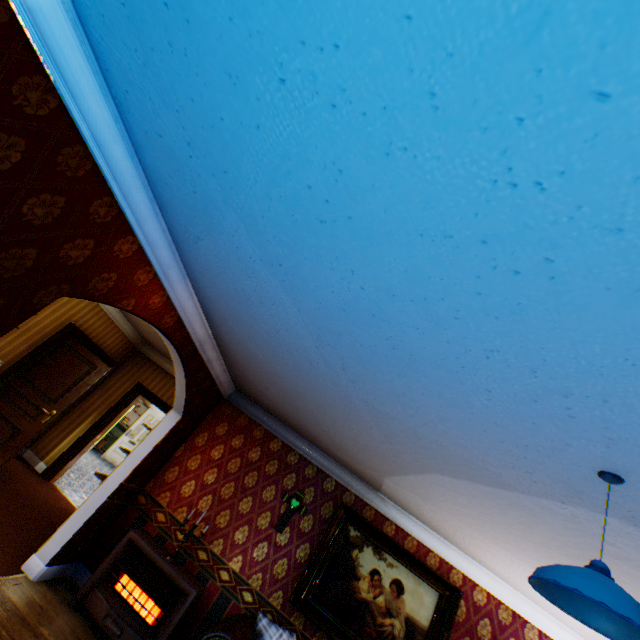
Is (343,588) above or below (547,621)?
below

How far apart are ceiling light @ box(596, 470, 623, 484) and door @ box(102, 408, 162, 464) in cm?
1362

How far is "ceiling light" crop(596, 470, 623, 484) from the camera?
1.67m

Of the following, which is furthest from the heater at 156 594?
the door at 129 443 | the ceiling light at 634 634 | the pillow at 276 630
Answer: the door at 129 443

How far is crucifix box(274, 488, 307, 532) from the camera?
4.8 meters

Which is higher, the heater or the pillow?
the pillow

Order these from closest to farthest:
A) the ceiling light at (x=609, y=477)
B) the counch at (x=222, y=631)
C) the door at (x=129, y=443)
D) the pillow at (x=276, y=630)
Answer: the ceiling light at (x=609, y=477), the counch at (x=222, y=631), the pillow at (x=276, y=630), the door at (x=129, y=443)

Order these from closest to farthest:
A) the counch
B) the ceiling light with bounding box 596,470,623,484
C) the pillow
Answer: the ceiling light with bounding box 596,470,623,484, the counch, the pillow
